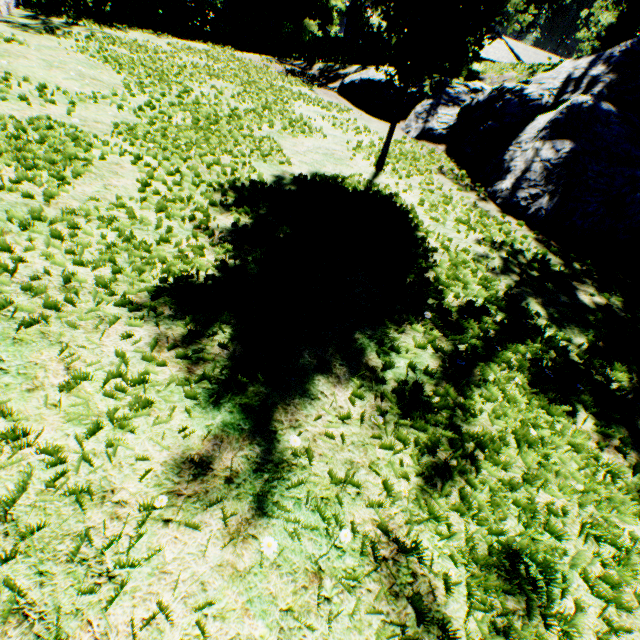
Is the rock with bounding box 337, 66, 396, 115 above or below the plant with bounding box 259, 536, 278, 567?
above

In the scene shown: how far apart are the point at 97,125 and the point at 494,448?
6.3m

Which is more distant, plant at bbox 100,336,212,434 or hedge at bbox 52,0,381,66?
hedge at bbox 52,0,381,66

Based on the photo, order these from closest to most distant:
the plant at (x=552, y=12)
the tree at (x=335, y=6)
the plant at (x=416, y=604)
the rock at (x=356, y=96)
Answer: the plant at (x=416, y=604), the plant at (x=552, y=12), the rock at (x=356, y=96), the tree at (x=335, y=6)

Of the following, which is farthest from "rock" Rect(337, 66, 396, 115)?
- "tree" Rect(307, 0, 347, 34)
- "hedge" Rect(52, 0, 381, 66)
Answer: "tree" Rect(307, 0, 347, 34)

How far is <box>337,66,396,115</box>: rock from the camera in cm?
996

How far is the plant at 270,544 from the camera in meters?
1.4 m

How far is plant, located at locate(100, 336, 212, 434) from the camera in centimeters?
167cm
